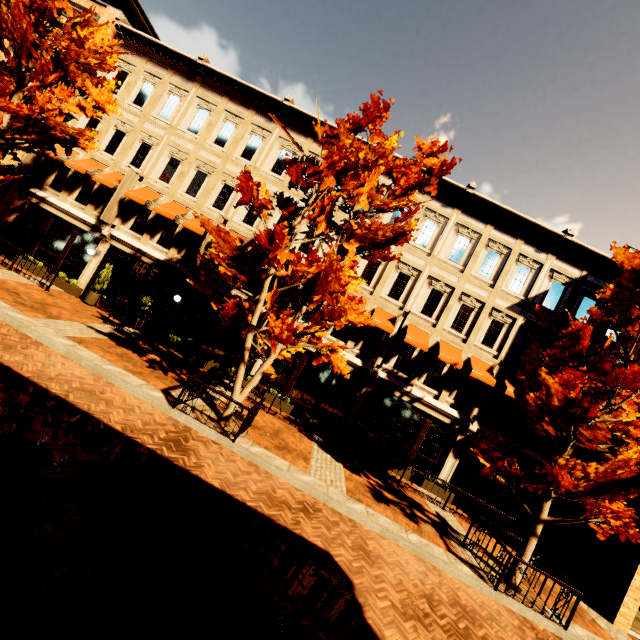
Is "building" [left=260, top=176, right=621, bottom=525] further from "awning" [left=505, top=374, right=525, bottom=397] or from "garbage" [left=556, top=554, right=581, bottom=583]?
"garbage" [left=556, top=554, right=581, bottom=583]

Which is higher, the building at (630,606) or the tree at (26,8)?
the tree at (26,8)

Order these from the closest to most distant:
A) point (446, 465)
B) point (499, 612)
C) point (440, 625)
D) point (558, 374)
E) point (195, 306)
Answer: point (440, 625)
point (499, 612)
point (558, 374)
point (446, 465)
point (195, 306)

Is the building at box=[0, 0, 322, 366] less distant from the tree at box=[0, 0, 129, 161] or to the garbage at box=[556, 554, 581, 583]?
the garbage at box=[556, 554, 581, 583]

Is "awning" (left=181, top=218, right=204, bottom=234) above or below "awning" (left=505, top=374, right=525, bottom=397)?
below

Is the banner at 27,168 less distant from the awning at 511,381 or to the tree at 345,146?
the tree at 345,146

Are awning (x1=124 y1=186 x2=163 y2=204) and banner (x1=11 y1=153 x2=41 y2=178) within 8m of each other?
yes

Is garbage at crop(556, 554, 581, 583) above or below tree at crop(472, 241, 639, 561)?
below
